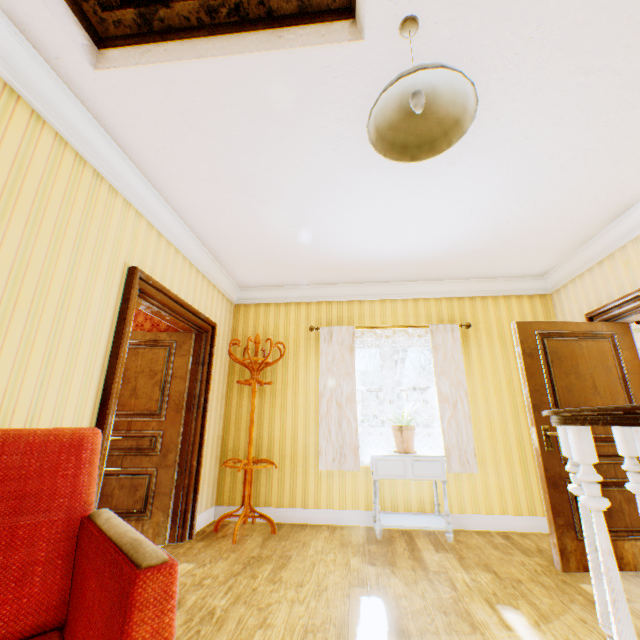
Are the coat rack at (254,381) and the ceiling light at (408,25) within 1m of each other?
no

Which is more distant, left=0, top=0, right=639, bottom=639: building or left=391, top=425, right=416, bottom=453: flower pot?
left=391, top=425, right=416, bottom=453: flower pot

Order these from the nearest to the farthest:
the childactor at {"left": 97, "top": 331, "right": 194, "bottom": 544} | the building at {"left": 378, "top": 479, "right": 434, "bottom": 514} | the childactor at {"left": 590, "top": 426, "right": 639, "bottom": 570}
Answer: the childactor at {"left": 590, "top": 426, "right": 639, "bottom": 570} → the childactor at {"left": 97, "top": 331, "right": 194, "bottom": 544} → the building at {"left": 378, "top": 479, "right": 434, "bottom": 514}

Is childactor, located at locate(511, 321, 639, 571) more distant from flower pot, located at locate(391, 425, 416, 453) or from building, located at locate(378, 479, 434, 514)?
flower pot, located at locate(391, 425, 416, 453)

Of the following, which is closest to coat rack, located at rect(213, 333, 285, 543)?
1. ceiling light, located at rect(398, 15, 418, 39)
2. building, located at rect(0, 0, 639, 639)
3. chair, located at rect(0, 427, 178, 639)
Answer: building, located at rect(0, 0, 639, 639)

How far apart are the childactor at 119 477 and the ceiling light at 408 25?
3.39m

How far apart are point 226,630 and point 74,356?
2.0 meters

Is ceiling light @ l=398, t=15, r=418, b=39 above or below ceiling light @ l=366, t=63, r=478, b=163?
above
